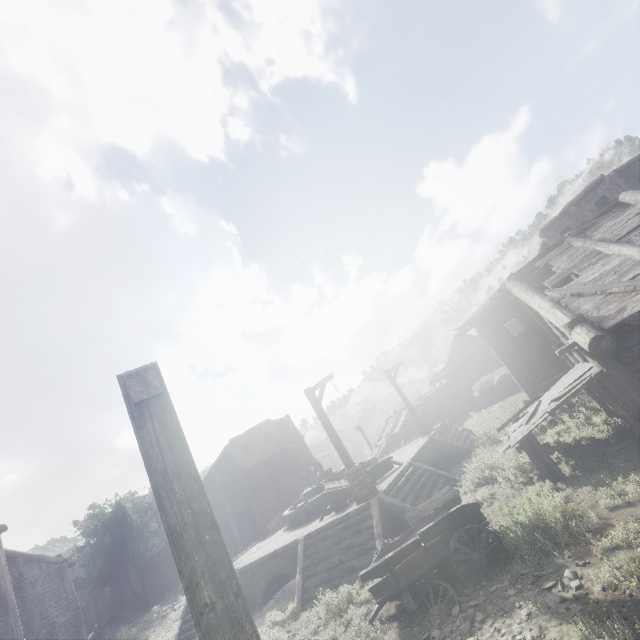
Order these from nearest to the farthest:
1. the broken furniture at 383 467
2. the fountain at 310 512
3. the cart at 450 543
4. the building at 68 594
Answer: the cart at 450 543, the broken furniture at 383 467, the fountain at 310 512, the building at 68 594

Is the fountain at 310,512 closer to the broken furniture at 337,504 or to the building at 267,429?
the broken furniture at 337,504

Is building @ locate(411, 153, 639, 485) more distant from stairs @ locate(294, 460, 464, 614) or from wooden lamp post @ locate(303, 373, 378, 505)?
wooden lamp post @ locate(303, 373, 378, 505)

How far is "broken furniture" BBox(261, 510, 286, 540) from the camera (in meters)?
19.11

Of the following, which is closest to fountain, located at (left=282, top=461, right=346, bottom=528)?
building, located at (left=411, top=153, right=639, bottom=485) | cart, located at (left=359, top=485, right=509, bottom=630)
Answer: cart, located at (left=359, top=485, right=509, bottom=630)

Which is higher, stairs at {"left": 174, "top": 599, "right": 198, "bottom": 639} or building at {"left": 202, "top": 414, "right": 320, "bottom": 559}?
building at {"left": 202, "top": 414, "right": 320, "bottom": 559}

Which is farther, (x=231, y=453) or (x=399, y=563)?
(x=231, y=453)

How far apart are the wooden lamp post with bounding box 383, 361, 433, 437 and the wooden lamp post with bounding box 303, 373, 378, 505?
9.1m
